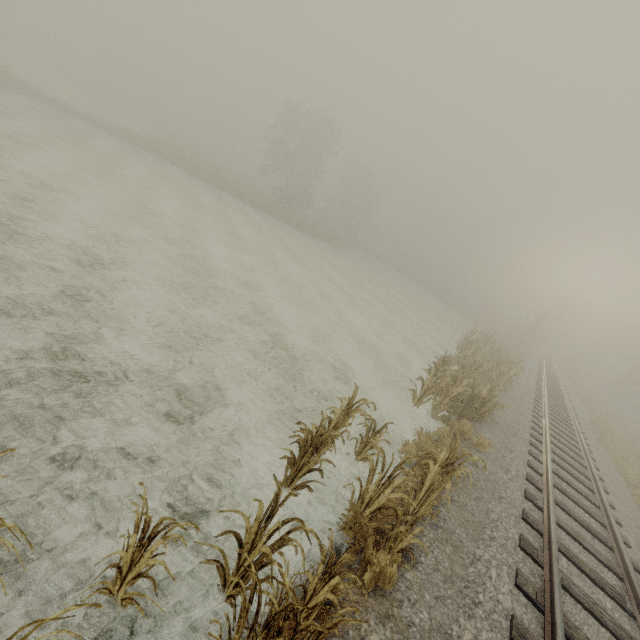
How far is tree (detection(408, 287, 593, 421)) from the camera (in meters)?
10.13

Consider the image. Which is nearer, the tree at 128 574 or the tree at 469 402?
the tree at 128 574

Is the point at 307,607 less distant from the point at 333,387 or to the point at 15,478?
the point at 15,478

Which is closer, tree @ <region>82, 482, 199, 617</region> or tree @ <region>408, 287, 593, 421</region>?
tree @ <region>82, 482, 199, 617</region>

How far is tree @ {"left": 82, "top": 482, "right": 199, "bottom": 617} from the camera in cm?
269

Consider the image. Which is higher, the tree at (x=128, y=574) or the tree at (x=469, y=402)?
the tree at (x=469, y=402)

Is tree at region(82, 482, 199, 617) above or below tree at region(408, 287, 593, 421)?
below
